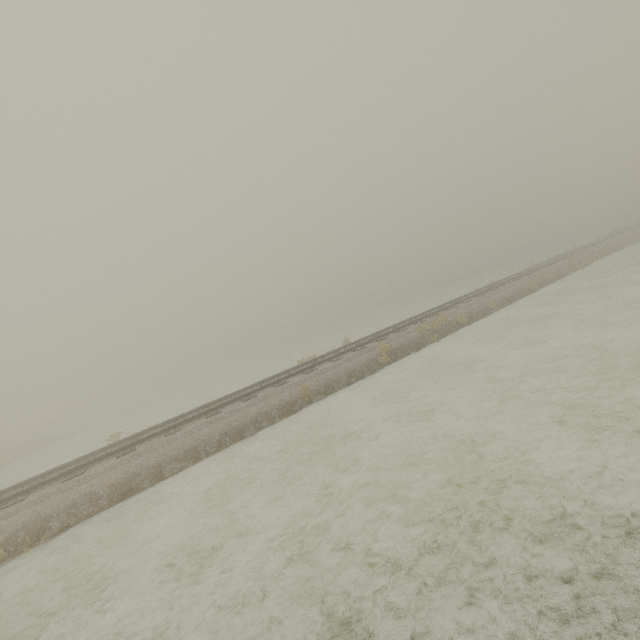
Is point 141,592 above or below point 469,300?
below
